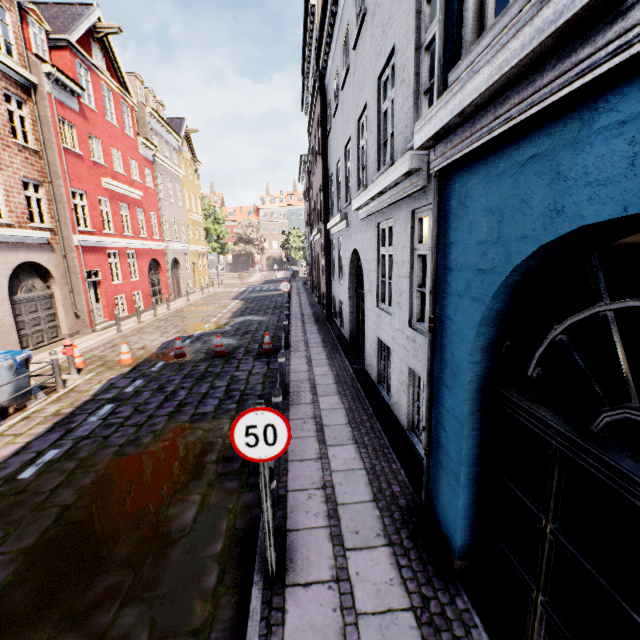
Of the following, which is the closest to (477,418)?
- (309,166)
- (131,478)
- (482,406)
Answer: (482,406)

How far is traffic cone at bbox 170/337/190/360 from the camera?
10.8 meters

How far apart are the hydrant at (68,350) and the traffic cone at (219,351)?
3.5m

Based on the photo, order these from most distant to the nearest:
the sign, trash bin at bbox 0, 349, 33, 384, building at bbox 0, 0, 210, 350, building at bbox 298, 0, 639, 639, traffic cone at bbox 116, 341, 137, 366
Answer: building at bbox 0, 0, 210, 350, traffic cone at bbox 116, 341, 137, 366, trash bin at bbox 0, 349, 33, 384, the sign, building at bbox 298, 0, 639, 639

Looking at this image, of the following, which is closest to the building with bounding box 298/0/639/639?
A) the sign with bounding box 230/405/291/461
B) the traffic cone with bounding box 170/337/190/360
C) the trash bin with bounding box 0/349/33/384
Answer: the sign with bounding box 230/405/291/461

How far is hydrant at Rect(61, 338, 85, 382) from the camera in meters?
9.1 m

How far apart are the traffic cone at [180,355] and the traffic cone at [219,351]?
0.79m

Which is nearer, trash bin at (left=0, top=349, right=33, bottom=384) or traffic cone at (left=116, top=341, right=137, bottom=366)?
trash bin at (left=0, top=349, right=33, bottom=384)
